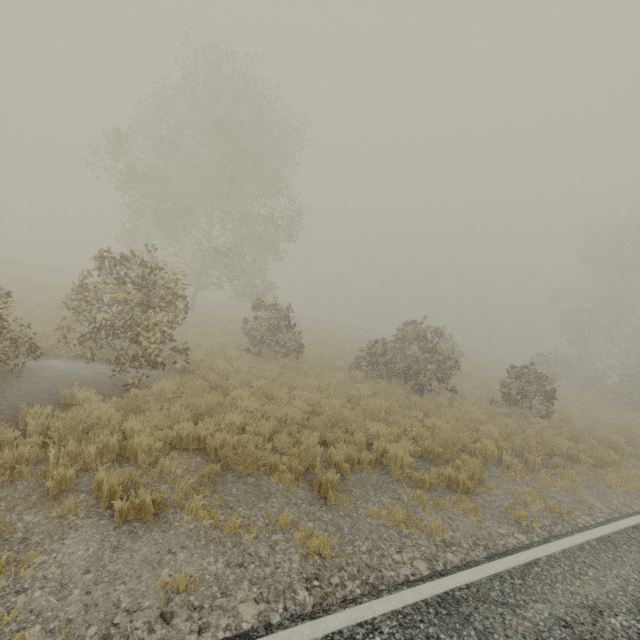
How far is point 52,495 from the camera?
4.14m

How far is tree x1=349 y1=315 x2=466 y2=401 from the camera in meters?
14.3

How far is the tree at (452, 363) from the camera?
14.3 meters
